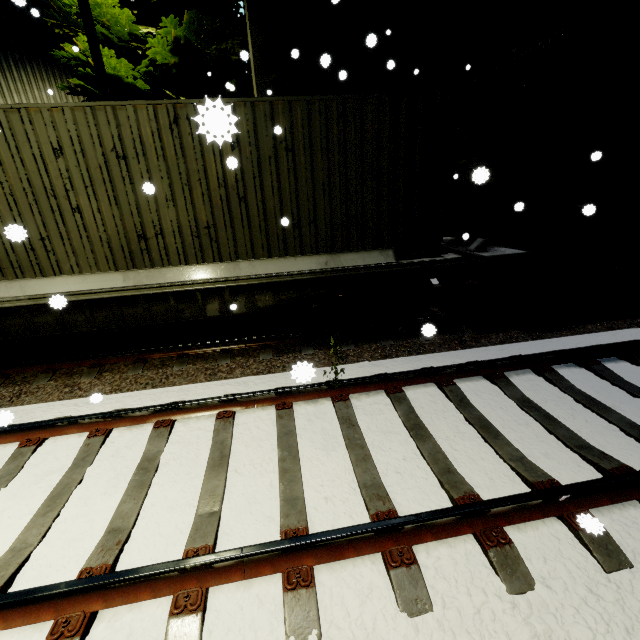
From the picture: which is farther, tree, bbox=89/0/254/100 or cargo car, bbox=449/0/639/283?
tree, bbox=89/0/254/100

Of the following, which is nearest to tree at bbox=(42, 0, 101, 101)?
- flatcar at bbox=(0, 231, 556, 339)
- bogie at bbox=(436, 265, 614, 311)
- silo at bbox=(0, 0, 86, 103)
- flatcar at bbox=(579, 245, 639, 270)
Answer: silo at bbox=(0, 0, 86, 103)

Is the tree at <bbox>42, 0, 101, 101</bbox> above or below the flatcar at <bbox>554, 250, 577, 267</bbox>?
above

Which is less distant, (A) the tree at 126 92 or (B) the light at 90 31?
(B) the light at 90 31

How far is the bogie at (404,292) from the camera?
6.0 meters

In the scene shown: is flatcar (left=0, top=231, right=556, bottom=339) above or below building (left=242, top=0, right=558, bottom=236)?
below

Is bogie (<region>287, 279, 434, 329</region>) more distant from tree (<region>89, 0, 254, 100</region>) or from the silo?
the silo

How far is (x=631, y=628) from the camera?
2.03m
